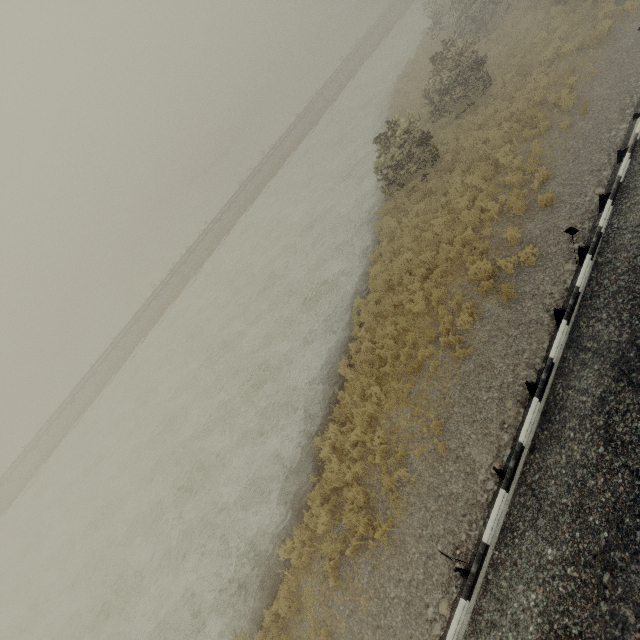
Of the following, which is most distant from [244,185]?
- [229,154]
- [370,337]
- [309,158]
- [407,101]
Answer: [229,154]
